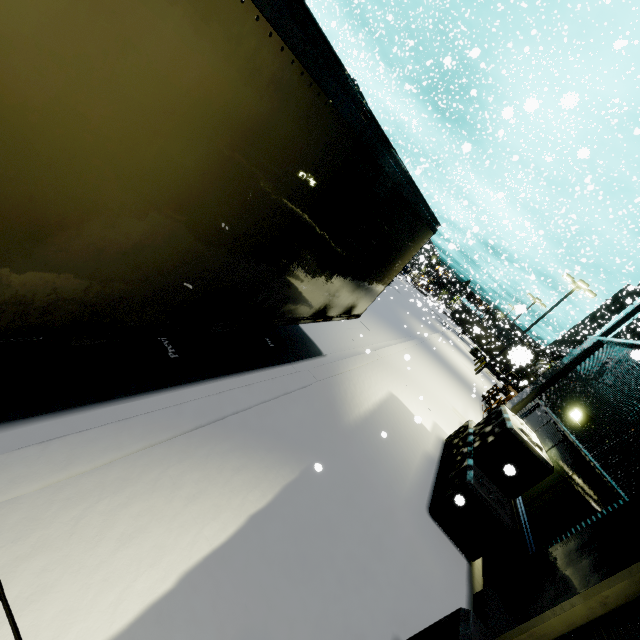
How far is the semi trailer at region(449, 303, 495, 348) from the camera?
32.66m

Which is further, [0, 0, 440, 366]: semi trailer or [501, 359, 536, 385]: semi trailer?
[501, 359, 536, 385]: semi trailer

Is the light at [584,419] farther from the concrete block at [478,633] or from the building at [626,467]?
the concrete block at [478,633]

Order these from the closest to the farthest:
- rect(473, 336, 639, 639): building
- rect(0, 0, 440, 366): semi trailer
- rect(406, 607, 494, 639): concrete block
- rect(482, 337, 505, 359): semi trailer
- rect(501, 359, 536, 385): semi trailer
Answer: rect(0, 0, 440, 366): semi trailer < rect(501, 359, 536, 385): semi trailer < rect(406, 607, 494, 639): concrete block < rect(473, 336, 639, 639): building < rect(482, 337, 505, 359): semi trailer

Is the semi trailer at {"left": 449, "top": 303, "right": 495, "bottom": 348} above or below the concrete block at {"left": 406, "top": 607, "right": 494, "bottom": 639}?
above

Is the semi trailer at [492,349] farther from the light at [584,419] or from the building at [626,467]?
the light at [584,419]

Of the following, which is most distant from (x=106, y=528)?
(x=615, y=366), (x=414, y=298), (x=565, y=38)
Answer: (x=414, y=298)
